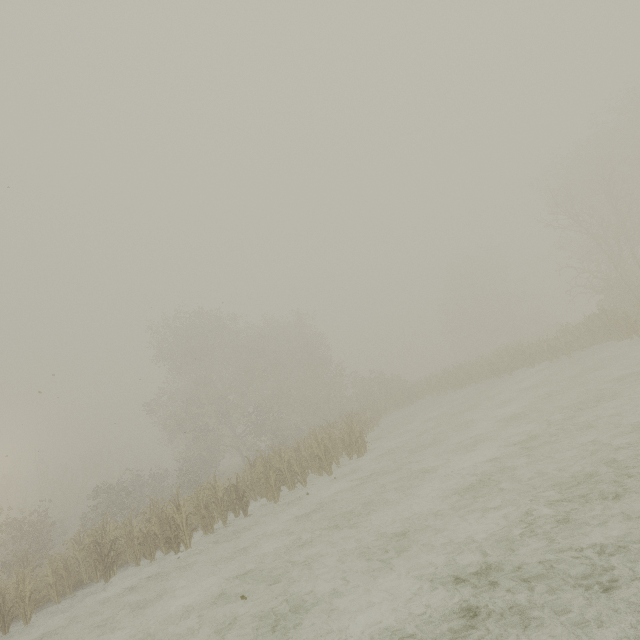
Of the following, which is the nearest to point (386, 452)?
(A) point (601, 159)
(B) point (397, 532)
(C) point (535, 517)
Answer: (B) point (397, 532)
